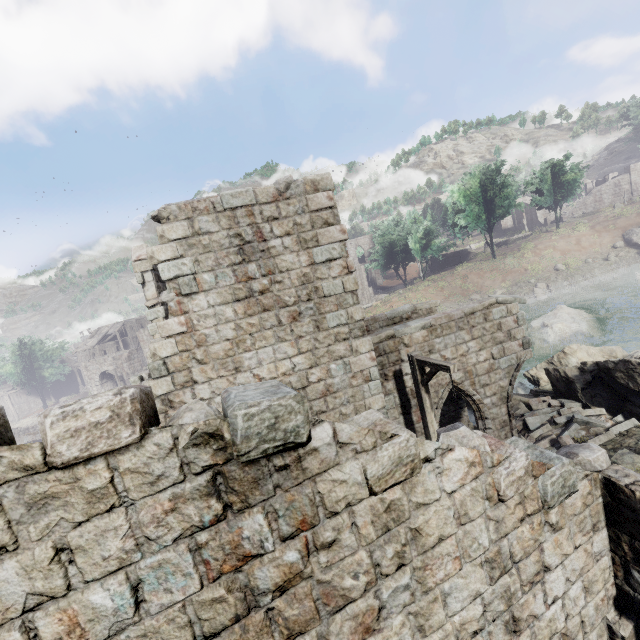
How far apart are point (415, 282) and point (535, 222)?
30.35m

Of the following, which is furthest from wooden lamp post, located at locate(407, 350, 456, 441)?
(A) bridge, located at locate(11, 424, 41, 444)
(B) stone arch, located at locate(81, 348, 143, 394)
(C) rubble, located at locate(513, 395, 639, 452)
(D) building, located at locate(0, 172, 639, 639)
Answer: (A) bridge, located at locate(11, 424, 41, 444)

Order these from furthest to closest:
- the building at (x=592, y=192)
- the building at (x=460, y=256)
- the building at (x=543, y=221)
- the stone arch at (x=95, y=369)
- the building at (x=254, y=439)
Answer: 1. the building at (x=543, y=221)
2. the building at (x=460, y=256)
3. the building at (x=592, y=192)
4. the stone arch at (x=95, y=369)
5. the building at (x=254, y=439)

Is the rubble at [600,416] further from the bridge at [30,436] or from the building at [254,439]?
the bridge at [30,436]

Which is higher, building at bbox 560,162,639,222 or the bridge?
building at bbox 560,162,639,222

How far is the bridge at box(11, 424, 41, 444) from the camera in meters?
33.0 m

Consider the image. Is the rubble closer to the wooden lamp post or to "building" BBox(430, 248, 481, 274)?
"building" BBox(430, 248, 481, 274)

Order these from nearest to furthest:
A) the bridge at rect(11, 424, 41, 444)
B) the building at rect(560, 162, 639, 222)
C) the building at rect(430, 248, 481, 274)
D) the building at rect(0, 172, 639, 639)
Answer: the building at rect(0, 172, 639, 639), the bridge at rect(11, 424, 41, 444), the building at rect(560, 162, 639, 222), the building at rect(430, 248, 481, 274)
